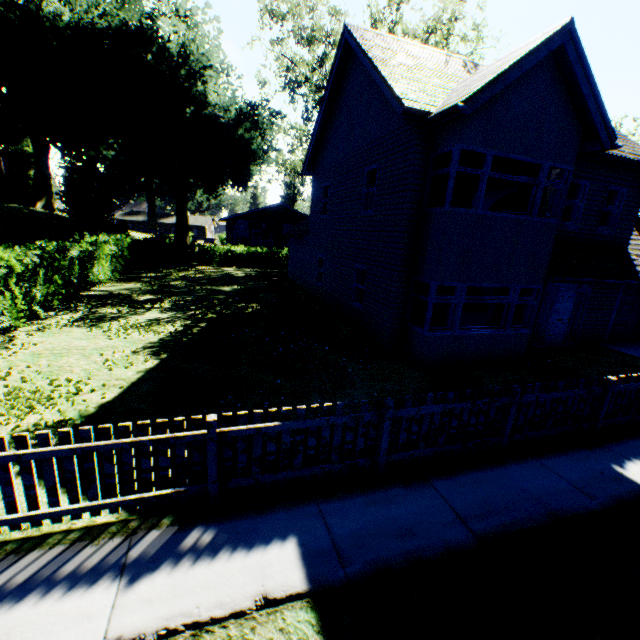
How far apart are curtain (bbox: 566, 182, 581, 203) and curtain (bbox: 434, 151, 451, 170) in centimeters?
485cm

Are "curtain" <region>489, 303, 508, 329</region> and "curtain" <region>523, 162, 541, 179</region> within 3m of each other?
yes

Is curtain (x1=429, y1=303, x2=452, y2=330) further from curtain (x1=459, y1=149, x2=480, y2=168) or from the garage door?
the garage door

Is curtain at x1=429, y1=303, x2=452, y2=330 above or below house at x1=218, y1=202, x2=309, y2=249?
below

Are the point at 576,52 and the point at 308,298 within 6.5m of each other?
no

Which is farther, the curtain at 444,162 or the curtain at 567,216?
the curtain at 567,216

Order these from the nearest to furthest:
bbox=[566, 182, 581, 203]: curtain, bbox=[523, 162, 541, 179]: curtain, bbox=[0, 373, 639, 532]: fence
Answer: bbox=[0, 373, 639, 532]: fence < bbox=[523, 162, 541, 179]: curtain < bbox=[566, 182, 581, 203]: curtain

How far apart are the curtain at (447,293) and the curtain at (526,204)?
3.0 meters
